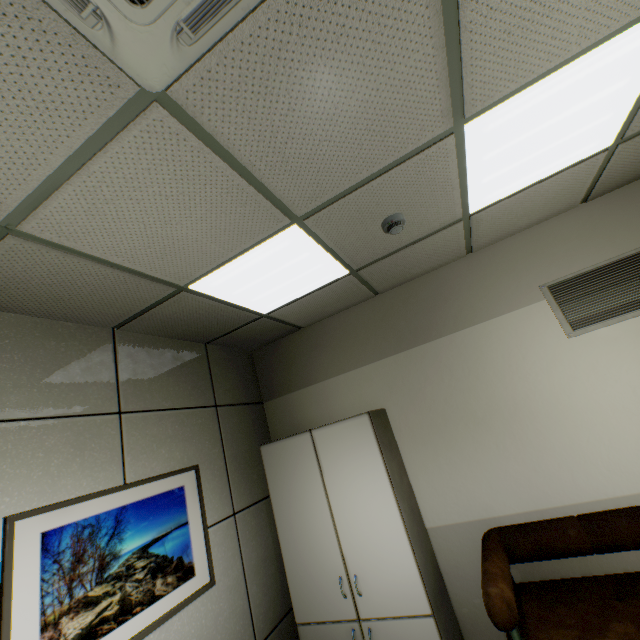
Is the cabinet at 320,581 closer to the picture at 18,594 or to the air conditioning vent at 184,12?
the picture at 18,594

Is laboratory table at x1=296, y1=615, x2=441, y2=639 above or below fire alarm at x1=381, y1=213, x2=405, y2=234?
below

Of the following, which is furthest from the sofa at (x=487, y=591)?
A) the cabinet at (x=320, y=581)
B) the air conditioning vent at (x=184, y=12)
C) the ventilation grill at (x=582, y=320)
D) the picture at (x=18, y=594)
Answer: the air conditioning vent at (x=184, y=12)

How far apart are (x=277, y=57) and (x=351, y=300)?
2.53m

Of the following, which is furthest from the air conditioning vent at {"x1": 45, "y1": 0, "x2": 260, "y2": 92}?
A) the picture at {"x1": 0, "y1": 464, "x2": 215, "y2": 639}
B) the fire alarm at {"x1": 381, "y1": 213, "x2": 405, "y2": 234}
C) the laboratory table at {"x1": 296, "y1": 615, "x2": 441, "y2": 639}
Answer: the laboratory table at {"x1": 296, "y1": 615, "x2": 441, "y2": 639}

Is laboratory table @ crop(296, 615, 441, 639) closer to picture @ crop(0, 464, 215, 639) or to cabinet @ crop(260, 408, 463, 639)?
cabinet @ crop(260, 408, 463, 639)

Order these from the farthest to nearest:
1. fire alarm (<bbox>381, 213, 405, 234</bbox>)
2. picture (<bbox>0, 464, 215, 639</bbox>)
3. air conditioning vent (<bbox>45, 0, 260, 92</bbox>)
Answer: fire alarm (<bbox>381, 213, 405, 234</bbox>), picture (<bbox>0, 464, 215, 639</bbox>), air conditioning vent (<bbox>45, 0, 260, 92</bbox>)

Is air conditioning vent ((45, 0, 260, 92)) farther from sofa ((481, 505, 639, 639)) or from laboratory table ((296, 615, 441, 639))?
laboratory table ((296, 615, 441, 639))
